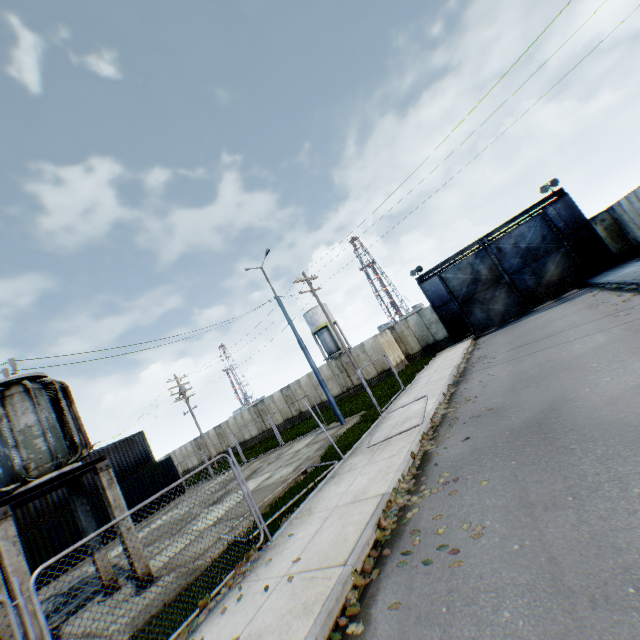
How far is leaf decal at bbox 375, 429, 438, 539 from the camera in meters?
5.5

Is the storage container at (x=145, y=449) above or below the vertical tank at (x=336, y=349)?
below

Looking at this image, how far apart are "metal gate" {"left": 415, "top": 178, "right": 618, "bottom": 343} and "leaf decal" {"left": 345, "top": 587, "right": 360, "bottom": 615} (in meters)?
23.22

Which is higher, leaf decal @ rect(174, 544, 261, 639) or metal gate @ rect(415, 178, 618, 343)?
metal gate @ rect(415, 178, 618, 343)

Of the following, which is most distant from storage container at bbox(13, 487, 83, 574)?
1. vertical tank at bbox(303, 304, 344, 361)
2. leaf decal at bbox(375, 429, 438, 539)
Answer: vertical tank at bbox(303, 304, 344, 361)

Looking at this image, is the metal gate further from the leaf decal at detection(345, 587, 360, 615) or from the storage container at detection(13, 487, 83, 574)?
the storage container at detection(13, 487, 83, 574)

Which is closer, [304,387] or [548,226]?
[548,226]

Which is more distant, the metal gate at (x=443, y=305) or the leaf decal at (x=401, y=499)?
the metal gate at (x=443, y=305)
